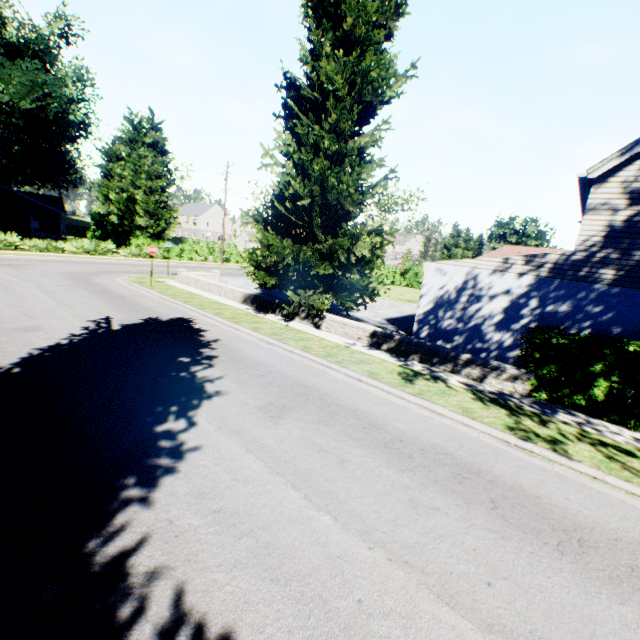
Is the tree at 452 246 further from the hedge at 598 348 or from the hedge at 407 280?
the hedge at 598 348

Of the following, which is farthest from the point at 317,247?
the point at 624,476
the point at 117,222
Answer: the point at 117,222

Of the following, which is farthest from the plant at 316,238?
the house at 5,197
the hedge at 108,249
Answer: the house at 5,197

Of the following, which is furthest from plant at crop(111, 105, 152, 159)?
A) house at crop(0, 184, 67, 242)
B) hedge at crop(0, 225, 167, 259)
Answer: house at crop(0, 184, 67, 242)

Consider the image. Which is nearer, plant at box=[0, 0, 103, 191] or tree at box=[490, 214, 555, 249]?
plant at box=[0, 0, 103, 191]

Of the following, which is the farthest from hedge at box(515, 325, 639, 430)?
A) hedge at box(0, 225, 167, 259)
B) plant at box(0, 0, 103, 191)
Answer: plant at box(0, 0, 103, 191)

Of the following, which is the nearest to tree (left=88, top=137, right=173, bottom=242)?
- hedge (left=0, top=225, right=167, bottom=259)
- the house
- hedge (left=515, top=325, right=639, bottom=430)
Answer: hedge (left=0, top=225, right=167, bottom=259)

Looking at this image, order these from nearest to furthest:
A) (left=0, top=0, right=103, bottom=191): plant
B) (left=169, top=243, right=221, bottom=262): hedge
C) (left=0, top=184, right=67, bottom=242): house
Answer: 1. (left=0, top=0, right=103, bottom=191): plant
2. (left=0, top=184, right=67, bottom=242): house
3. (left=169, top=243, right=221, bottom=262): hedge
